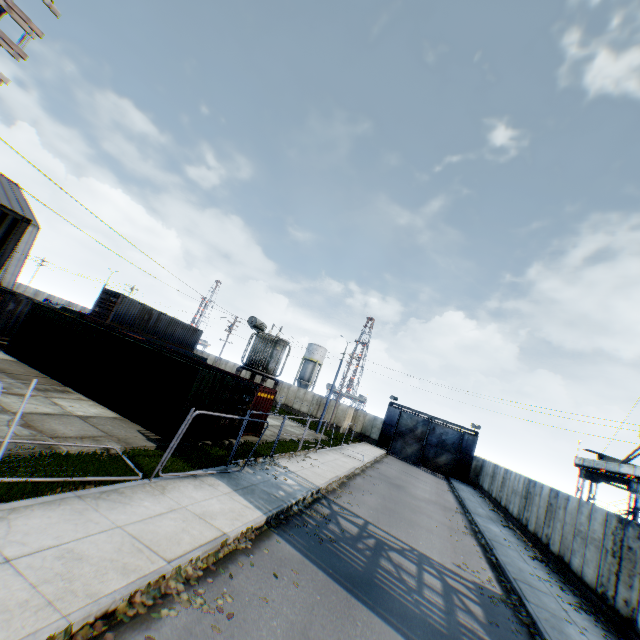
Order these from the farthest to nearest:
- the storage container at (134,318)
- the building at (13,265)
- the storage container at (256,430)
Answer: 1. the building at (13,265)
2. the storage container at (256,430)
3. the storage container at (134,318)

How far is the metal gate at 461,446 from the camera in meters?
38.5 m

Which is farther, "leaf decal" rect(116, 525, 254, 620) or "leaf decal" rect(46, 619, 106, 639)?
"leaf decal" rect(116, 525, 254, 620)

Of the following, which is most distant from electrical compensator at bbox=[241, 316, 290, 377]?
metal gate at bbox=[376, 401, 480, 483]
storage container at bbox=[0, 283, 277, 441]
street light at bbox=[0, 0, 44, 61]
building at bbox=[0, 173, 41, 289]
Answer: building at bbox=[0, 173, 41, 289]

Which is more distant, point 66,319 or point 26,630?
point 66,319

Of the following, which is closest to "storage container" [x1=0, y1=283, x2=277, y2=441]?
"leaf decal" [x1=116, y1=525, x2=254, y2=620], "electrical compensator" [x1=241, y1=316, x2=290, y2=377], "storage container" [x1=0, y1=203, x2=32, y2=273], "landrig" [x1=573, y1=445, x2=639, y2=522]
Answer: "electrical compensator" [x1=241, y1=316, x2=290, y2=377]

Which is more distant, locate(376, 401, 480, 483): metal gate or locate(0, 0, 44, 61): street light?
locate(376, 401, 480, 483): metal gate

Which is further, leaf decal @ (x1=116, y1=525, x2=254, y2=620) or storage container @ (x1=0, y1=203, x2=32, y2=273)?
storage container @ (x1=0, y1=203, x2=32, y2=273)
